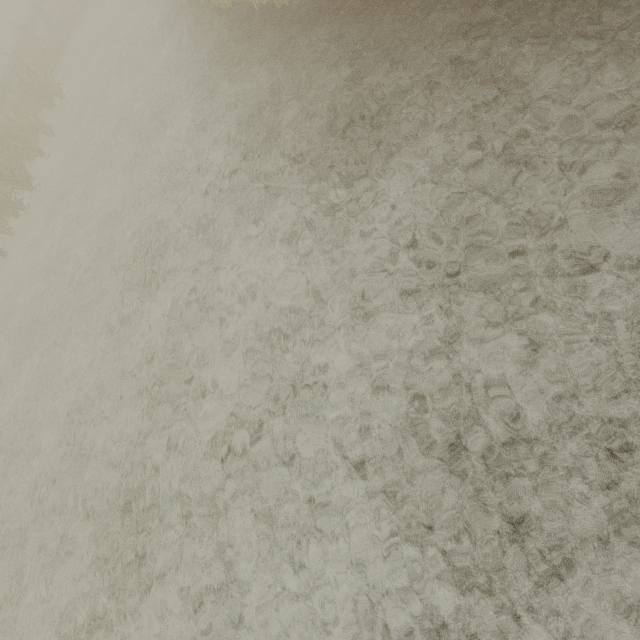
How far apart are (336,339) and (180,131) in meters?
7.6
